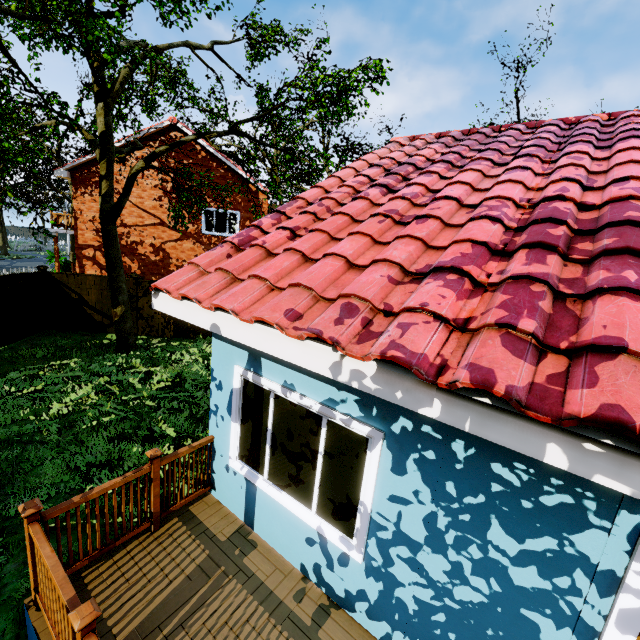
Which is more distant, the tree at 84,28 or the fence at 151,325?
the fence at 151,325

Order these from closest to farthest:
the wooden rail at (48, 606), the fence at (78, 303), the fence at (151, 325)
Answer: the wooden rail at (48, 606) → the fence at (78, 303) → the fence at (151, 325)

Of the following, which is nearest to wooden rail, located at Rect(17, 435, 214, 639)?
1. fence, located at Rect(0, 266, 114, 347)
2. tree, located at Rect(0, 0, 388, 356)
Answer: fence, located at Rect(0, 266, 114, 347)

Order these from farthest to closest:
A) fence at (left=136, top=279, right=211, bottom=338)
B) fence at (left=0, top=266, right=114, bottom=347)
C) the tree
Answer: fence at (left=136, top=279, right=211, bottom=338) < fence at (left=0, top=266, right=114, bottom=347) < the tree

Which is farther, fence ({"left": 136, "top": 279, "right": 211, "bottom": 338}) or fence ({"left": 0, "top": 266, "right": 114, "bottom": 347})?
fence ({"left": 136, "top": 279, "right": 211, "bottom": 338})

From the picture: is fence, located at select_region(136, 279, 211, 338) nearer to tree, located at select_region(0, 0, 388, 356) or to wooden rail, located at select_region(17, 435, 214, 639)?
tree, located at select_region(0, 0, 388, 356)

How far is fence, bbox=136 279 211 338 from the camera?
13.1m

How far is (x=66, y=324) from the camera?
13.0m
